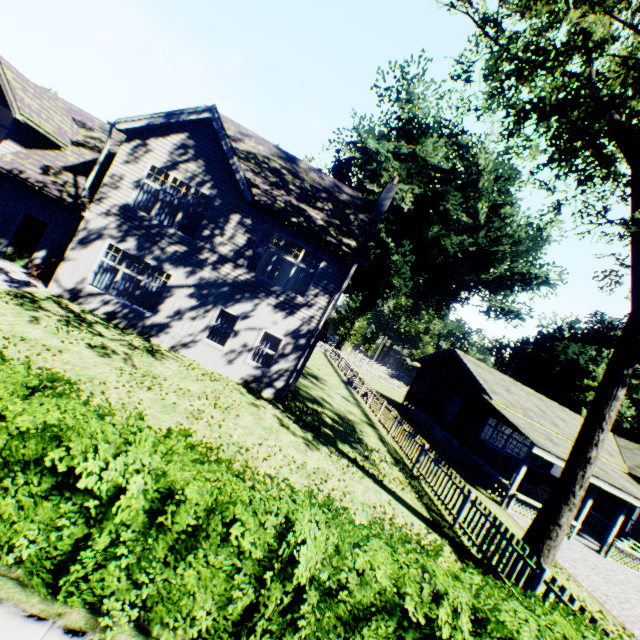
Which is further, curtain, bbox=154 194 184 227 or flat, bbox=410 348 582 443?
flat, bbox=410 348 582 443

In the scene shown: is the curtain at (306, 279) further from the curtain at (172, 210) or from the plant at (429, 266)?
the plant at (429, 266)

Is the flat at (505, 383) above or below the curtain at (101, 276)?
above

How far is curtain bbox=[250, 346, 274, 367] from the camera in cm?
1366

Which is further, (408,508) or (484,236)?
(484,236)

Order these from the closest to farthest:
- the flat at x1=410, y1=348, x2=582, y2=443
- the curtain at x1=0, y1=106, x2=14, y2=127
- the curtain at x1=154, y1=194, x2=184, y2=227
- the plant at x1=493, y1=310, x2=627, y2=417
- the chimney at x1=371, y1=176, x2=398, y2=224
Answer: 1. the curtain at x1=0, y1=106, x2=14, y2=127
2. the curtain at x1=154, y1=194, x2=184, y2=227
3. the chimney at x1=371, y1=176, x2=398, y2=224
4. the flat at x1=410, y1=348, x2=582, y2=443
5. the plant at x1=493, y1=310, x2=627, y2=417

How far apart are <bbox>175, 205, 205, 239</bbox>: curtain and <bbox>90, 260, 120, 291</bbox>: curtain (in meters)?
2.20

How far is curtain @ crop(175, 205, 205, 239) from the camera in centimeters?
1308cm
